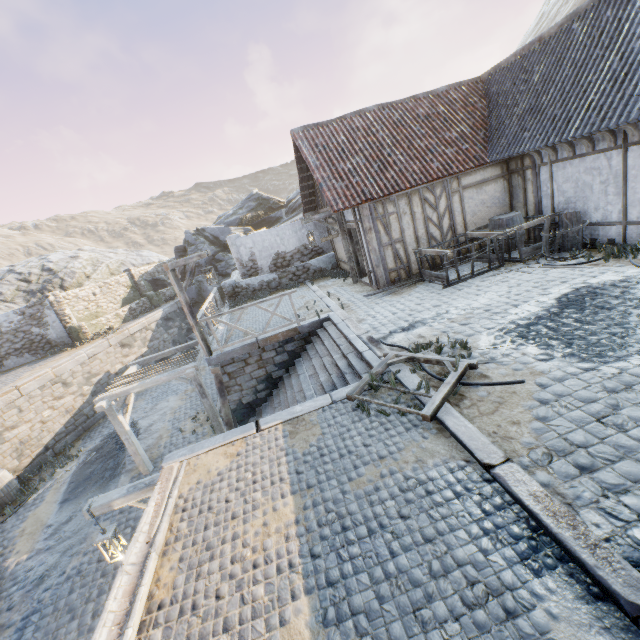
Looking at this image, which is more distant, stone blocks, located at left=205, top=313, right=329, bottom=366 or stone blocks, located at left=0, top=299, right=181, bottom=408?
stone blocks, located at left=0, top=299, right=181, bottom=408

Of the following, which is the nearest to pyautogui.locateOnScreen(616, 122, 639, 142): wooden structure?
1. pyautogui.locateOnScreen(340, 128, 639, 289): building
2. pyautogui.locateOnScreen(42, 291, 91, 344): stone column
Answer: pyautogui.locateOnScreen(340, 128, 639, 289): building

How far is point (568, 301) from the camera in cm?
651

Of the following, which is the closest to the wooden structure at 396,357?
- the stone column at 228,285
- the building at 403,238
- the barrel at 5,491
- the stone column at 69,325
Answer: the building at 403,238

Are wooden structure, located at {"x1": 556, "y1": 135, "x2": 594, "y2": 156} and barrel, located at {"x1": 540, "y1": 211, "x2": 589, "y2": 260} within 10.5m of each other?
yes

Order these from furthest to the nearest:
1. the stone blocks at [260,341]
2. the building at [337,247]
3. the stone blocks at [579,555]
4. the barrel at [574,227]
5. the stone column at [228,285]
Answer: the stone column at [228,285] < the building at [337,247] < the stone blocks at [260,341] < the barrel at [574,227] < the stone blocks at [579,555]

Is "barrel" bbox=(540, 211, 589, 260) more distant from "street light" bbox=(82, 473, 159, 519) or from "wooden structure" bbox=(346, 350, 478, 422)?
"street light" bbox=(82, 473, 159, 519)

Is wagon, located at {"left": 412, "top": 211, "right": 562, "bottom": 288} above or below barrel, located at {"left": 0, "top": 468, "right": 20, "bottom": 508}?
above
